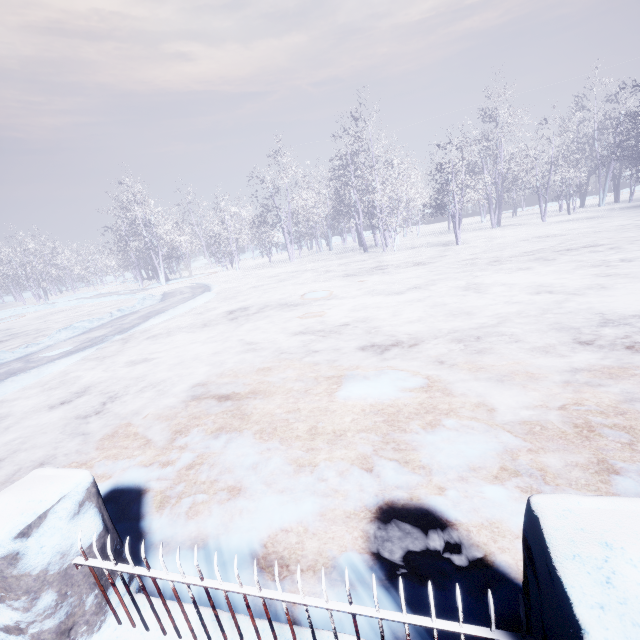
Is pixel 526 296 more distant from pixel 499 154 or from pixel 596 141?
pixel 596 141
